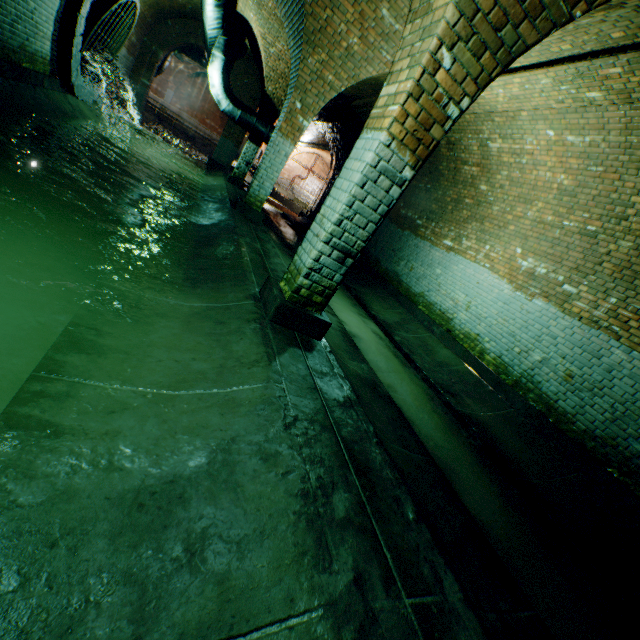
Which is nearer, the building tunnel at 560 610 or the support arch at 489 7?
the building tunnel at 560 610

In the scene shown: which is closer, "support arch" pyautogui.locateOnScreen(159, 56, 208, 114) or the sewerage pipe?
the sewerage pipe

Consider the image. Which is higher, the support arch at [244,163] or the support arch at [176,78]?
the support arch at [176,78]

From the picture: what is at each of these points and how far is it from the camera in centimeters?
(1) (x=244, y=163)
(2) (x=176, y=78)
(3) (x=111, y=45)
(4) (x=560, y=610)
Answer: (1) support arch, 1125cm
(2) support arch, 2441cm
(3) sewer grate, 894cm
(4) building tunnel, 259cm

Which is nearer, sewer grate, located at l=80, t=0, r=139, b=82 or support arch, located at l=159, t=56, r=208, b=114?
sewer grate, located at l=80, t=0, r=139, b=82

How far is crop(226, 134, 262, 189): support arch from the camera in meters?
11.0 m

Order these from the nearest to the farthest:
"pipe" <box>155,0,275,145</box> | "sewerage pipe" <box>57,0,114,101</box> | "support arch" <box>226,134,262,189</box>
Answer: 1. "sewerage pipe" <box>57,0,114,101</box>
2. "pipe" <box>155,0,275,145</box>
3. "support arch" <box>226,134,262,189</box>

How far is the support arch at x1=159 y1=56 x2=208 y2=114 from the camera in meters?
23.6 m
